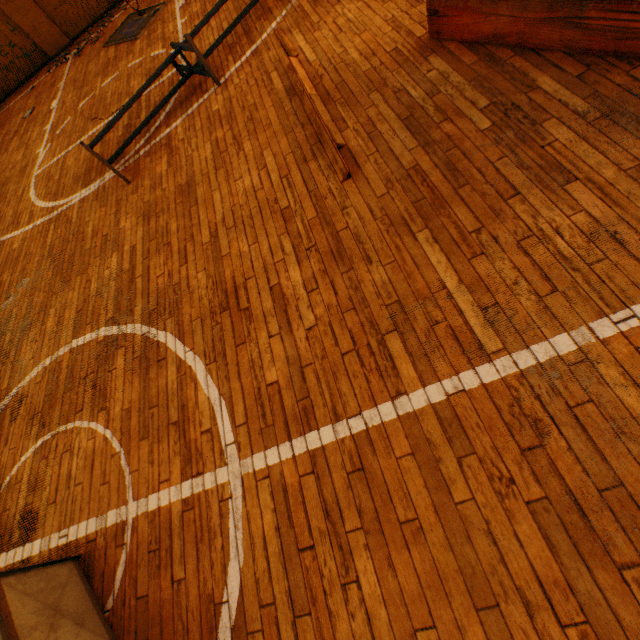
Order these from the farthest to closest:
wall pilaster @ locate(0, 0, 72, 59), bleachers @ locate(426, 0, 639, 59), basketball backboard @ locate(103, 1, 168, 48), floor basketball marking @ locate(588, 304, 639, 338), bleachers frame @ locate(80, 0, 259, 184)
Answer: wall pilaster @ locate(0, 0, 72, 59), basketball backboard @ locate(103, 1, 168, 48), bleachers frame @ locate(80, 0, 259, 184), bleachers @ locate(426, 0, 639, 59), floor basketball marking @ locate(588, 304, 639, 338)

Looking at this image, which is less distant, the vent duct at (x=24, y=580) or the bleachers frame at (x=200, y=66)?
the vent duct at (x=24, y=580)

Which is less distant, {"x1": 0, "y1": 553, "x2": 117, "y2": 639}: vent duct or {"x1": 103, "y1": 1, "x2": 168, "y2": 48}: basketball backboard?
{"x1": 0, "y1": 553, "x2": 117, "y2": 639}: vent duct

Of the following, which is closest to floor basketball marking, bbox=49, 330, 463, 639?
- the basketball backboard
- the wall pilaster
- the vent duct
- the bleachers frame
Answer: the vent duct

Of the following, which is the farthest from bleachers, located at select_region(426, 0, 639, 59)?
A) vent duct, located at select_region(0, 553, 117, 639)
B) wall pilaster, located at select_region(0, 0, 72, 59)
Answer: wall pilaster, located at select_region(0, 0, 72, 59)

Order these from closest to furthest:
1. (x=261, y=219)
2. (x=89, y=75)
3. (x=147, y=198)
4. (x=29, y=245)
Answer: (x=261, y=219), (x=147, y=198), (x=29, y=245), (x=89, y=75)

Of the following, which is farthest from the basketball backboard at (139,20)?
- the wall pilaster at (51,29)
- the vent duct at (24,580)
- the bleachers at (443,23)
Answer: the vent duct at (24,580)

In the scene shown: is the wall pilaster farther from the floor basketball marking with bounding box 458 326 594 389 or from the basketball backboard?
the floor basketball marking with bounding box 458 326 594 389
